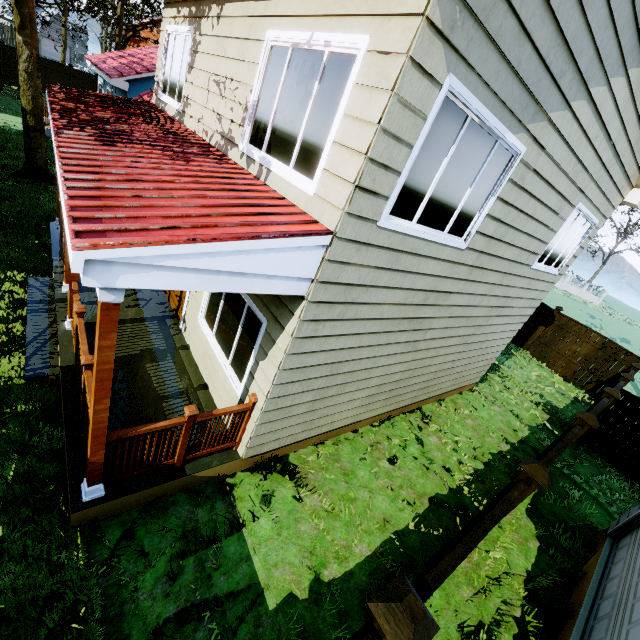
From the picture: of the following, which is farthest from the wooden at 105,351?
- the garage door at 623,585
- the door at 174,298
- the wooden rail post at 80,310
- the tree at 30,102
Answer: the tree at 30,102

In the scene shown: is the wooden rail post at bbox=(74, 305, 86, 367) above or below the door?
above

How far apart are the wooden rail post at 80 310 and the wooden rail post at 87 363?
1.0 meters

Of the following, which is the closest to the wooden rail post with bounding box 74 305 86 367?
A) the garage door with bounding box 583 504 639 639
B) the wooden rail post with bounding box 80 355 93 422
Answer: the wooden rail post with bounding box 80 355 93 422

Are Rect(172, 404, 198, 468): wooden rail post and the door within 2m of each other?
no

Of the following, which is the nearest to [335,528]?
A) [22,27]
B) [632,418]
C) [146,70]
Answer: [632,418]

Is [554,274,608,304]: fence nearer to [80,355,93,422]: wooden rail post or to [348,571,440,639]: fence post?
[348,571,440,639]: fence post

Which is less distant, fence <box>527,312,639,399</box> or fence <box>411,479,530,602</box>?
fence <box>411,479,530,602</box>
